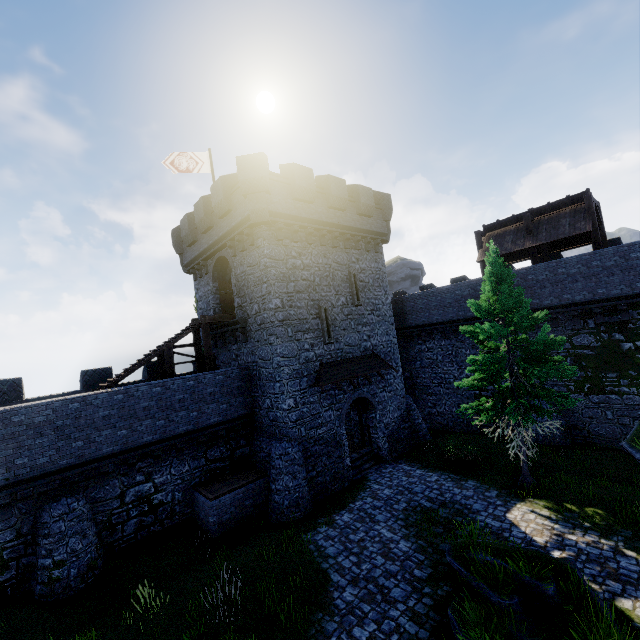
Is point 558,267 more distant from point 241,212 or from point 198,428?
point 198,428

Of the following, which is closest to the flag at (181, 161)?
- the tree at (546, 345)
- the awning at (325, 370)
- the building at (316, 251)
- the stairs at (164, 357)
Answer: the building at (316, 251)

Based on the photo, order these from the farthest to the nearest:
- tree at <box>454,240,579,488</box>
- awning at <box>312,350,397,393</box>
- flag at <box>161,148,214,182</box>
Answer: flag at <box>161,148,214,182</box> < awning at <box>312,350,397,393</box> < tree at <box>454,240,579,488</box>

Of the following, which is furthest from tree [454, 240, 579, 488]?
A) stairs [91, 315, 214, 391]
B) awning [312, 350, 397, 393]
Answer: stairs [91, 315, 214, 391]

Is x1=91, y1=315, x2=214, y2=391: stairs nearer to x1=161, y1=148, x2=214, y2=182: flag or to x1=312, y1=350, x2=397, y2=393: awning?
x1=312, y1=350, x2=397, y2=393: awning

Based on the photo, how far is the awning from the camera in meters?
16.6 m

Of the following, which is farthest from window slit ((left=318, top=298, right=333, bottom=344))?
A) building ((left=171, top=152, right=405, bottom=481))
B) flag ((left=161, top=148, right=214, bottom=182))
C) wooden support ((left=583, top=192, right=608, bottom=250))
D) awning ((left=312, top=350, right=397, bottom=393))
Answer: wooden support ((left=583, top=192, right=608, bottom=250))

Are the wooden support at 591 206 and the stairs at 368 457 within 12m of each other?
no
